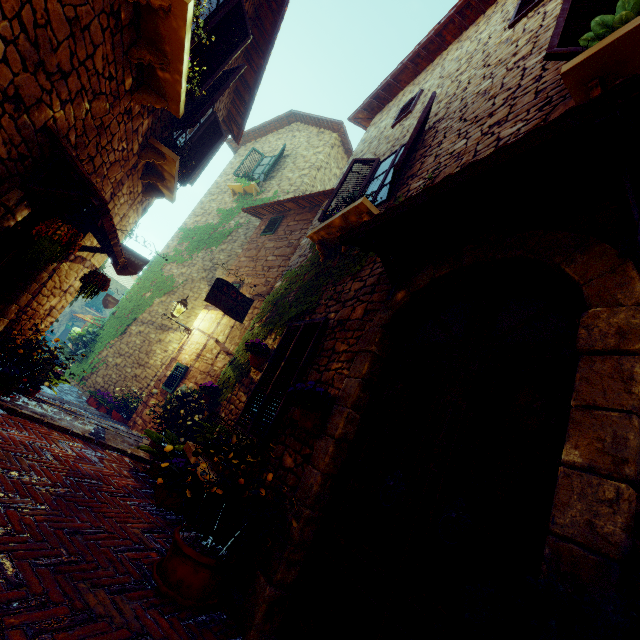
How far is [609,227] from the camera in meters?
1.9

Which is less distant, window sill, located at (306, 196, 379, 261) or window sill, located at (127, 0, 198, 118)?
window sill, located at (127, 0, 198, 118)

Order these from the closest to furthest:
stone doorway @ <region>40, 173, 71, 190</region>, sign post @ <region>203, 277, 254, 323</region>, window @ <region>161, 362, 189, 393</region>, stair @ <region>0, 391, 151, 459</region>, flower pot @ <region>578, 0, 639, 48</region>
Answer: flower pot @ <region>578, 0, 639, 48</region>
stone doorway @ <region>40, 173, 71, 190</region>
stair @ <region>0, 391, 151, 459</region>
sign post @ <region>203, 277, 254, 323</region>
window @ <region>161, 362, 189, 393</region>

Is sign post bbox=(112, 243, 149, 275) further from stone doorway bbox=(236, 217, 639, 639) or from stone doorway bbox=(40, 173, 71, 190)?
stone doorway bbox=(236, 217, 639, 639)

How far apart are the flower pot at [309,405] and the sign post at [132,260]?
4.0m

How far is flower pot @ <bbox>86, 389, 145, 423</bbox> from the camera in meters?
8.1

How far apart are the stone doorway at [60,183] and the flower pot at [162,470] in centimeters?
219cm

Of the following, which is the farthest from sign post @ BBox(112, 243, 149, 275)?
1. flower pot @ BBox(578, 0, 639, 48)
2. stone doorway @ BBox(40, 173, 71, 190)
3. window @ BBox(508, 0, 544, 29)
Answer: window @ BBox(508, 0, 544, 29)
